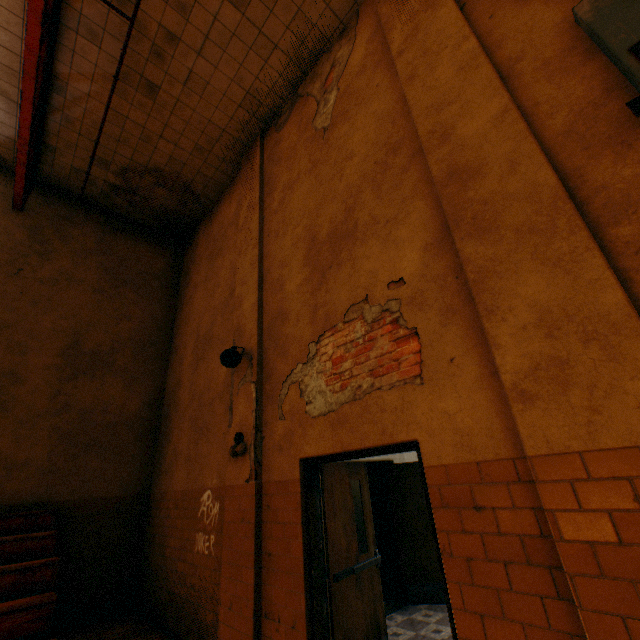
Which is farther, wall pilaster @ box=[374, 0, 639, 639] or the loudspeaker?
the loudspeaker

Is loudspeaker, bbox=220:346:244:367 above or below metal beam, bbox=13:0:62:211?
below

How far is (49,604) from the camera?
3.78m

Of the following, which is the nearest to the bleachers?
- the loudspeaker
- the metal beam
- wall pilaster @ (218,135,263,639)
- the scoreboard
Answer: wall pilaster @ (218,135,263,639)

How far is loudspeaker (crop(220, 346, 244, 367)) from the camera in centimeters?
477cm

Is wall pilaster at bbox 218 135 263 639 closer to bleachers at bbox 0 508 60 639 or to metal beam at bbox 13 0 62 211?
bleachers at bbox 0 508 60 639

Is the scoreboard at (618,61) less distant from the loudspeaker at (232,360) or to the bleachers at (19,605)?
the loudspeaker at (232,360)

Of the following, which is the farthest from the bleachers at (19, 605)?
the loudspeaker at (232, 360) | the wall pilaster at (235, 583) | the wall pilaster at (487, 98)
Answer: the wall pilaster at (487, 98)
